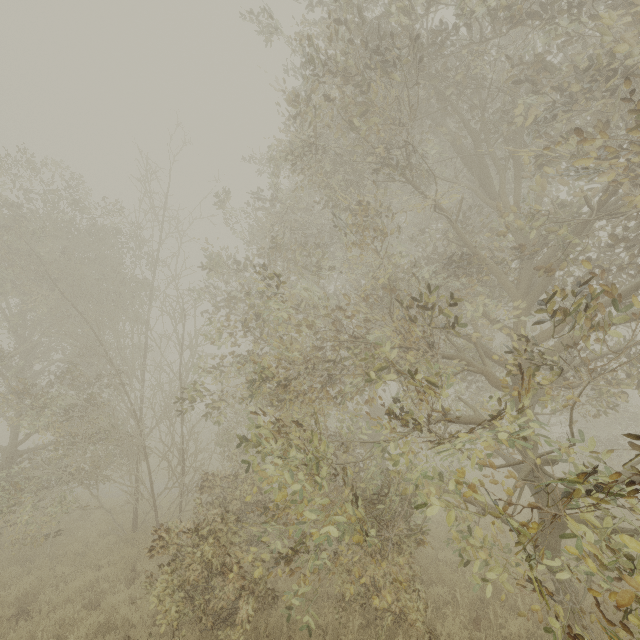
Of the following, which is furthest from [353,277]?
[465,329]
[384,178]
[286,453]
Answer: [286,453]
